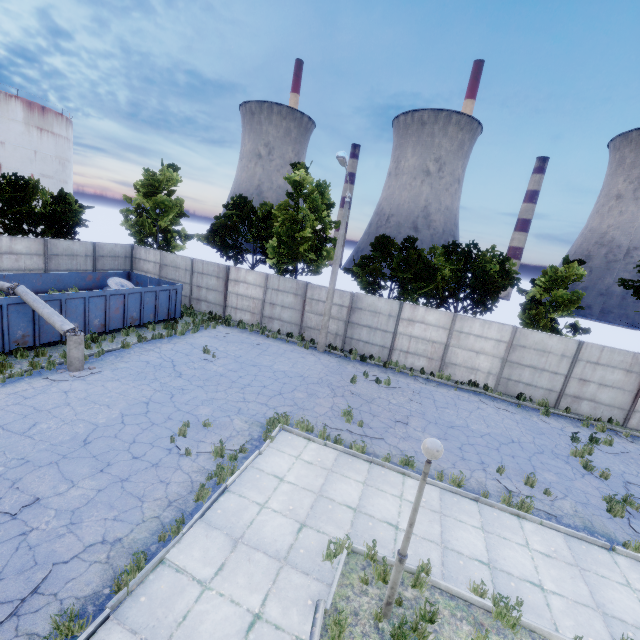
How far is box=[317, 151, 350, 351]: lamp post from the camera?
15.1m

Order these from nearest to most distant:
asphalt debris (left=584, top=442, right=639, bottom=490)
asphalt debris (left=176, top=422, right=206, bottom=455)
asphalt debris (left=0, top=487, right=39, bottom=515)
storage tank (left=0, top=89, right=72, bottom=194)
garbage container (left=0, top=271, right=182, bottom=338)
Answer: asphalt debris (left=0, top=487, right=39, bottom=515) → asphalt debris (left=176, top=422, right=206, bottom=455) → asphalt debris (left=584, top=442, right=639, bottom=490) → garbage container (left=0, top=271, right=182, bottom=338) → storage tank (left=0, top=89, right=72, bottom=194)

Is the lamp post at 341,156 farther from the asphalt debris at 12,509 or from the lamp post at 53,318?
the asphalt debris at 12,509

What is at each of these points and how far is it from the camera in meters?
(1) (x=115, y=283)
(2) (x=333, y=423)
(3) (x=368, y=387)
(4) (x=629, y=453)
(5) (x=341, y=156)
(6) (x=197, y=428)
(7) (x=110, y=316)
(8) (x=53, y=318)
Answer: (1) wire spool, 18.8
(2) asphalt debris, 11.3
(3) asphalt debris, 14.9
(4) asphalt debris, 12.9
(5) lamp post, 14.6
(6) asphalt debris, 9.8
(7) garbage container, 15.7
(8) lamp post, 11.6

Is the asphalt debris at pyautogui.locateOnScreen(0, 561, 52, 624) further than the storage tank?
No

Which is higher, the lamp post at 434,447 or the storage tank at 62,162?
the storage tank at 62,162

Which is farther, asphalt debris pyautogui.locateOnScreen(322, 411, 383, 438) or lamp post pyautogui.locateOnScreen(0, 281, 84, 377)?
lamp post pyautogui.locateOnScreen(0, 281, 84, 377)

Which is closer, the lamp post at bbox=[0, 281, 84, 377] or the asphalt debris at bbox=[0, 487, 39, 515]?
the asphalt debris at bbox=[0, 487, 39, 515]
